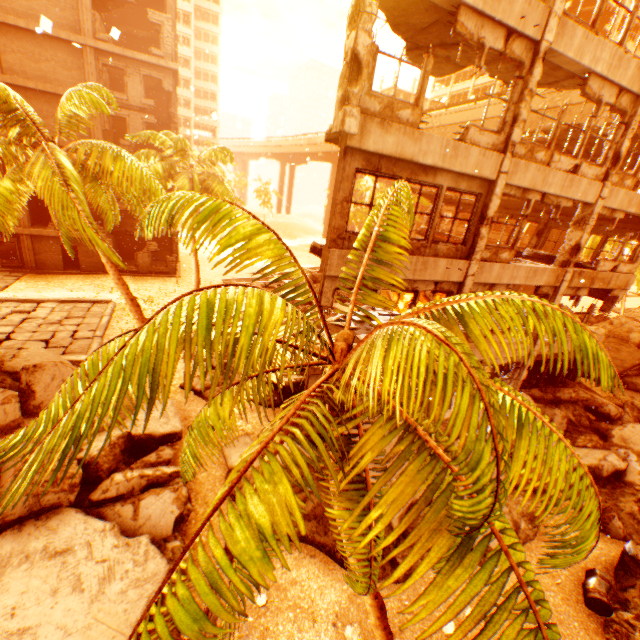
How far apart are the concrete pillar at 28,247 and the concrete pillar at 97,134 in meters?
7.9

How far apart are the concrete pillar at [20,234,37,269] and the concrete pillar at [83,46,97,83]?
10.68m

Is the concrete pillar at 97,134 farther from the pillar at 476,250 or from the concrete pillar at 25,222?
the pillar at 476,250

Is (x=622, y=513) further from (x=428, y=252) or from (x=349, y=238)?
(x=349, y=238)

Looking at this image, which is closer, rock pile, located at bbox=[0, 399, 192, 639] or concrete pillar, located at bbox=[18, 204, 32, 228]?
rock pile, located at bbox=[0, 399, 192, 639]

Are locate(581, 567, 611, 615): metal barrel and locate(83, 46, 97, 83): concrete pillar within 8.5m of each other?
no

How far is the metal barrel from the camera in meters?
7.7 m

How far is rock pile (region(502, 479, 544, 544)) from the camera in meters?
9.3
